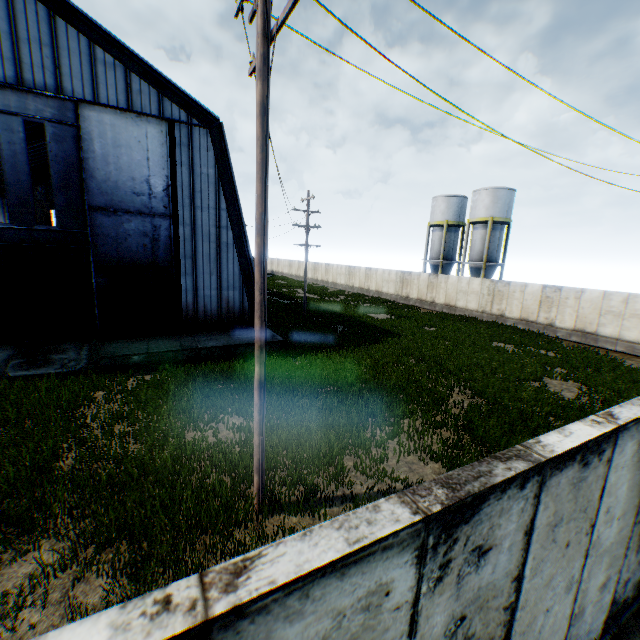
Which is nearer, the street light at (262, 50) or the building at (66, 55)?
the street light at (262, 50)

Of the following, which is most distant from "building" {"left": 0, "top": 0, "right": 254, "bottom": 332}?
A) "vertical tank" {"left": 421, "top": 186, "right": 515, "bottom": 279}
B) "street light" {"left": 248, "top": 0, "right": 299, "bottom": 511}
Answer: "vertical tank" {"left": 421, "top": 186, "right": 515, "bottom": 279}

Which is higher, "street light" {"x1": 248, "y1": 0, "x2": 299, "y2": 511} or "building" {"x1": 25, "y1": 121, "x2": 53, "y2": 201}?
"building" {"x1": 25, "y1": 121, "x2": 53, "y2": 201}

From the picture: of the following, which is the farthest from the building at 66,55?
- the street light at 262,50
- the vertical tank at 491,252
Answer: the vertical tank at 491,252

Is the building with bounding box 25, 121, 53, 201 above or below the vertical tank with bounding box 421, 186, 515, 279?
above

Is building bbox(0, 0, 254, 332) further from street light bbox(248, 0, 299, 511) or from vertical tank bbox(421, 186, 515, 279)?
vertical tank bbox(421, 186, 515, 279)

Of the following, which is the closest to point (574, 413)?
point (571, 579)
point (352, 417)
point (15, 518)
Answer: point (352, 417)
